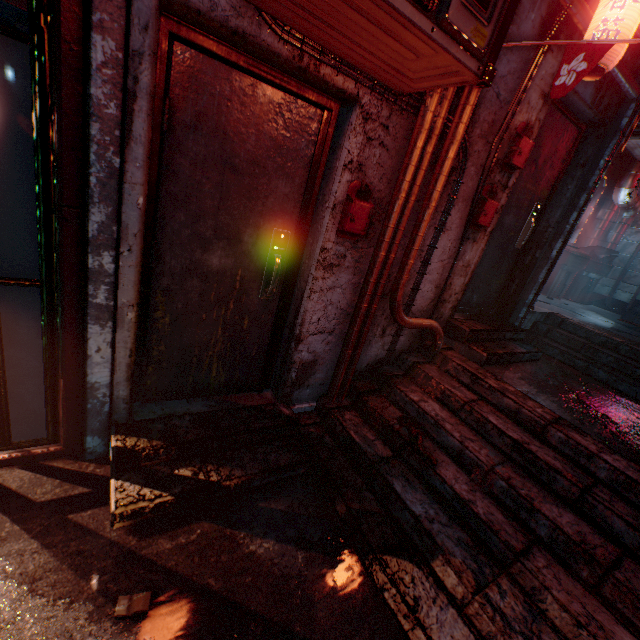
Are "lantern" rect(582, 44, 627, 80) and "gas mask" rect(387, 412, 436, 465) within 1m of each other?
no

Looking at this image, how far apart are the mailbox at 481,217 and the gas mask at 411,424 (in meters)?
1.65

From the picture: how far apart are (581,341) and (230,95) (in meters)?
4.47

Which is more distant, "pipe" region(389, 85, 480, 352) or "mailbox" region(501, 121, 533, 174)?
"mailbox" region(501, 121, 533, 174)

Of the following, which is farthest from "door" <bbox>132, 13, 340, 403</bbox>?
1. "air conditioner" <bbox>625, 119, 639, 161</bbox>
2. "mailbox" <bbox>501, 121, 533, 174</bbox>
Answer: "air conditioner" <bbox>625, 119, 639, 161</bbox>

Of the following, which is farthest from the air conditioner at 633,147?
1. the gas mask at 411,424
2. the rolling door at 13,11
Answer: the rolling door at 13,11

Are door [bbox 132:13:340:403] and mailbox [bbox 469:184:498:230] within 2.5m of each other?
yes

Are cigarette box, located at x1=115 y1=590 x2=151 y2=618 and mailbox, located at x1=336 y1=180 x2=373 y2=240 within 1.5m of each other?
no
